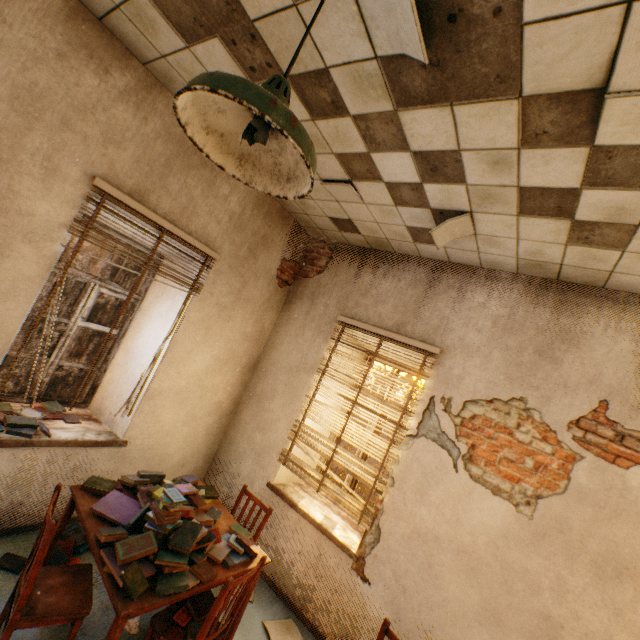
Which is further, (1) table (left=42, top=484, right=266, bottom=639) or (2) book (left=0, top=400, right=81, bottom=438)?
(2) book (left=0, top=400, right=81, bottom=438)

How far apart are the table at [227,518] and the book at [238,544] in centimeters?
1cm

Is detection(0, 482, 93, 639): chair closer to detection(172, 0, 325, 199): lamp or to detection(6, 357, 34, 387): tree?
detection(172, 0, 325, 199): lamp

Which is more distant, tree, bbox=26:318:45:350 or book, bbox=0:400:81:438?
tree, bbox=26:318:45:350

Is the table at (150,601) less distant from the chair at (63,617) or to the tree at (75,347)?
the chair at (63,617)

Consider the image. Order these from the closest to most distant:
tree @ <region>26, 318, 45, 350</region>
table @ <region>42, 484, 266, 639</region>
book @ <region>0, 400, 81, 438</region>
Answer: table @ <region>42, 484, 266, 639</region>
book @ <region>0, 400, 81, 438</region>
tree @ <region>26, 318, 45, 350</region>

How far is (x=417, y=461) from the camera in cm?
310

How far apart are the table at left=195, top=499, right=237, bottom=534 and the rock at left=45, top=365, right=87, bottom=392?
22.7m
